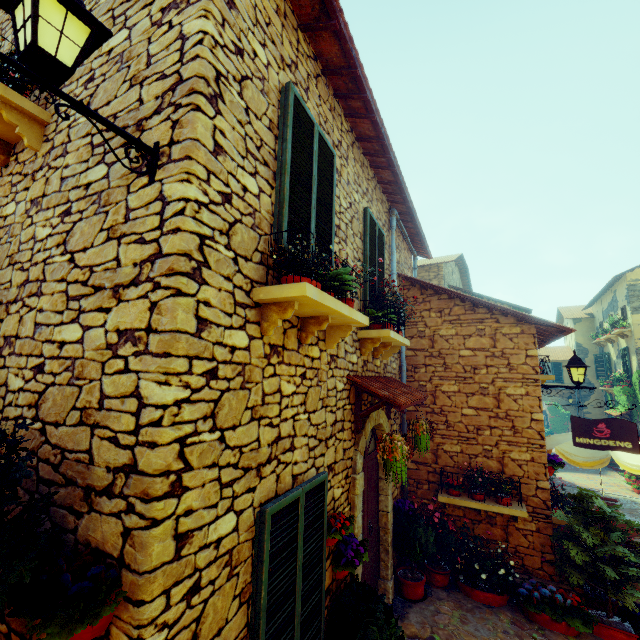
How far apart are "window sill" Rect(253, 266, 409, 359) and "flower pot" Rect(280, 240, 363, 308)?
0.02m

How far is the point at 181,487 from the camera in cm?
184

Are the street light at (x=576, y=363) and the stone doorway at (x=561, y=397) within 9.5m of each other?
no

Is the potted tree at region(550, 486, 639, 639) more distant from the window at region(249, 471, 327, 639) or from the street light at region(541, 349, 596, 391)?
the window at region(249, 471, 327, 639)

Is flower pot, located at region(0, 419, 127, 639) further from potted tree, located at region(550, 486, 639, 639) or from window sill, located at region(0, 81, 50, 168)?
potted tree, located at region(550, 486, 639, 639)

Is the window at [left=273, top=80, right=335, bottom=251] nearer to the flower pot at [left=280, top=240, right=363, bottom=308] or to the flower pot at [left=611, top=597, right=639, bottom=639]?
the flower pot at [left=280, top=240, right=363, bottom=308]

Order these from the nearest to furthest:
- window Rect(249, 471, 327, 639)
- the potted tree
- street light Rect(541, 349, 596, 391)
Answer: window Rect(249, 471, 327, 639), the potted tree, street light Rect(541, 349, 596, 391)

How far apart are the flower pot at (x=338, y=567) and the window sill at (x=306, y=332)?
1.81m
